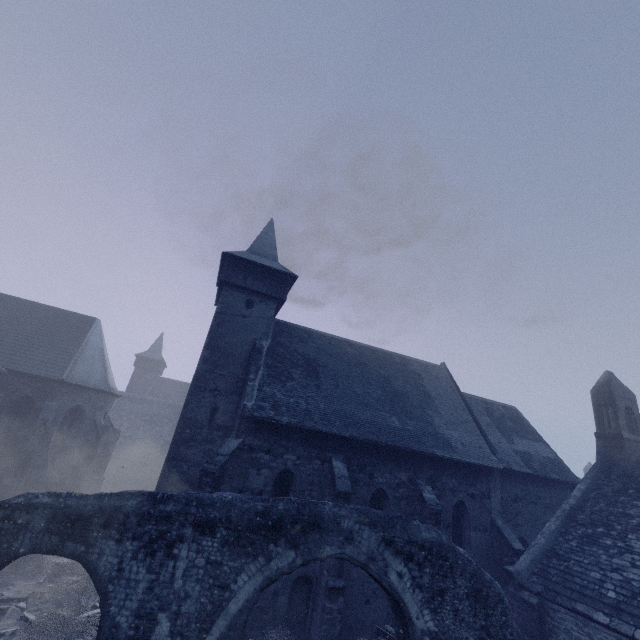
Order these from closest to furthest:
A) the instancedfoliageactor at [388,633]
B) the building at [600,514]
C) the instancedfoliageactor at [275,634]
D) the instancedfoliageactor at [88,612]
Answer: the instancedfoliageactor at [88,612]
the instancedfoliageactor at [275,634]
the instancedfoliageactor at [388,633]
the building at [600,514]

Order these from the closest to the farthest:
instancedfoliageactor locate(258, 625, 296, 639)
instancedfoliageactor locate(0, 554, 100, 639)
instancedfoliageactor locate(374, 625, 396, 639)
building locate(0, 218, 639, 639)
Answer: instancedfoliageactor locate(0, 554, 100, 639) < instancedfoliageactor locate(258, 625, 296, 639) < instancedfoliageactor locate(374, 625, 396, 639) < building locate(0, 218, 639, 639)

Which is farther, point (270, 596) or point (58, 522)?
point (270, 596)

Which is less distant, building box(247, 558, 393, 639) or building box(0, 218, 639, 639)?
building box(247, 558, 393, 639)

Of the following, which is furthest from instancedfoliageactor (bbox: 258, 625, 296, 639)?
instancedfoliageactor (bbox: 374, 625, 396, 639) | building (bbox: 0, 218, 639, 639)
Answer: instancedfoliageactor (bbox: 374, 625, 396, 639)

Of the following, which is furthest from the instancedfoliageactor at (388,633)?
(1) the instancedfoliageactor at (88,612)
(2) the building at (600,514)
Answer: (1) the instancedfoliageactor at (88,612)
